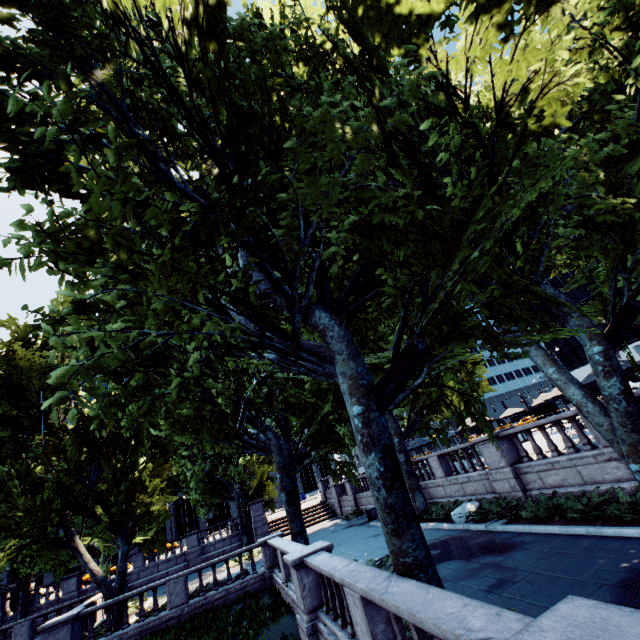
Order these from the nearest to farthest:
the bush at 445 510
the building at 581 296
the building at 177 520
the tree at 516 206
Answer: the tree at 516 206 → the bush at 445 510 → the building at 581 296 → the building at 177 520

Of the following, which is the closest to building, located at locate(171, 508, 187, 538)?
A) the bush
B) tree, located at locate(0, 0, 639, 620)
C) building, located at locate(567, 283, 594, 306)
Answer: tree, located at locate(0, 0, 639, 620)

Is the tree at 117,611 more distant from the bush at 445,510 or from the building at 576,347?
the building at 576,347

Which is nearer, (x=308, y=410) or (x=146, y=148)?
(x=146, y=148)

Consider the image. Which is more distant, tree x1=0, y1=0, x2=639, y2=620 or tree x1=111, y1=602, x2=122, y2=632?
tree x1=111, y1=602, x2=122, y2=632

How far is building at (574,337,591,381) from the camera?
58.4 meters

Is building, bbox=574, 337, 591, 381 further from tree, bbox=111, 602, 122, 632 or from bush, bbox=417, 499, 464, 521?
bush, bbox=417, 499, 464, 521
